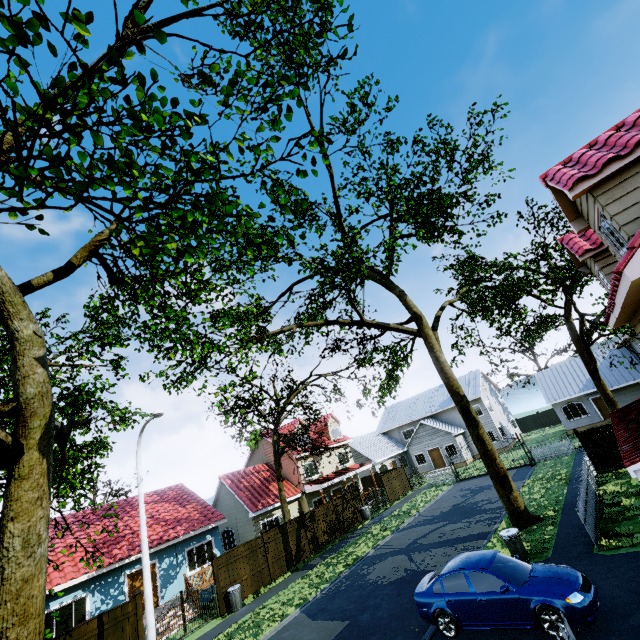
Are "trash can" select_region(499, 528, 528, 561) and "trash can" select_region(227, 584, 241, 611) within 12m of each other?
no

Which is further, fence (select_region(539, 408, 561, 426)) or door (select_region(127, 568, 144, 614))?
fence (select_region(539, 408, 561, 426))

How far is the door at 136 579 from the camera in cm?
1733

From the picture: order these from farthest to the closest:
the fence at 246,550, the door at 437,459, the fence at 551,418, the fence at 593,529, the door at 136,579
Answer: the fence at 551,418 < the door at 437,459 < the door at 136,579 < the fence at 246,550 < the fence at 593,529

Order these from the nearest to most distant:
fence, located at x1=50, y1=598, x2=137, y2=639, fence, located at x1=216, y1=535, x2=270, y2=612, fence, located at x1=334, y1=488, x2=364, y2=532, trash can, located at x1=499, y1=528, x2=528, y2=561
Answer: trash can, located at x1=499, y1=528, x2=528, y2=561 → fence, located at x1=50, y1=598, x2=137, y2=639 → fence, located at x1=216, y1=535, x2=270, y2=612 → fence, located at x1=334, y1=488, x2=364, y2=532

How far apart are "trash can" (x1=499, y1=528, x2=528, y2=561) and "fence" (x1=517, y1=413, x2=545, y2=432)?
40.9 meters

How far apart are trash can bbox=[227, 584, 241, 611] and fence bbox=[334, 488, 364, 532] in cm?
919

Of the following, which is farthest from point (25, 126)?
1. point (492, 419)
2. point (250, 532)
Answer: point (492, 419)
